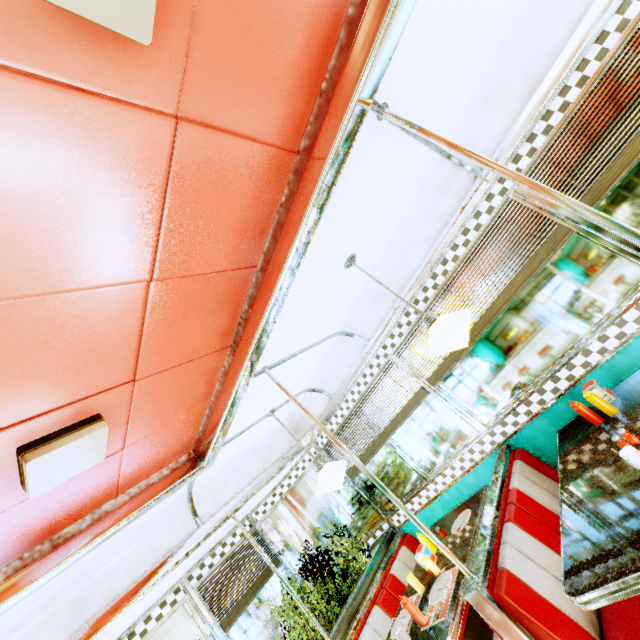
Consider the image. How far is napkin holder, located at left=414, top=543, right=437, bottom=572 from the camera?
3.1 meters

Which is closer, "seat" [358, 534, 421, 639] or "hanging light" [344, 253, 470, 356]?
"hanging light" [344, 253, 470, 356]

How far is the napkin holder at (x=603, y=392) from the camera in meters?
2.5

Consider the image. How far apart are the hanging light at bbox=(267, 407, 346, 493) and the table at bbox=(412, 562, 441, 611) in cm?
113

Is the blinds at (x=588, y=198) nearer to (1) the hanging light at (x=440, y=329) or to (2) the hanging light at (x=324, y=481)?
(1) the hanging light at (x=440, y=329)

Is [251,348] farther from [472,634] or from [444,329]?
[472,634]

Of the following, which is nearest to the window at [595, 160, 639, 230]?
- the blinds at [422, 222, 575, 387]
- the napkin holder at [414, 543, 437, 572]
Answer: the blinds at [422, 222, 575, 387]

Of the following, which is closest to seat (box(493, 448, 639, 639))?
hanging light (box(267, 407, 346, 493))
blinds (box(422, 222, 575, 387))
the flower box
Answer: blinds (box(422, 222, 575, 387))
